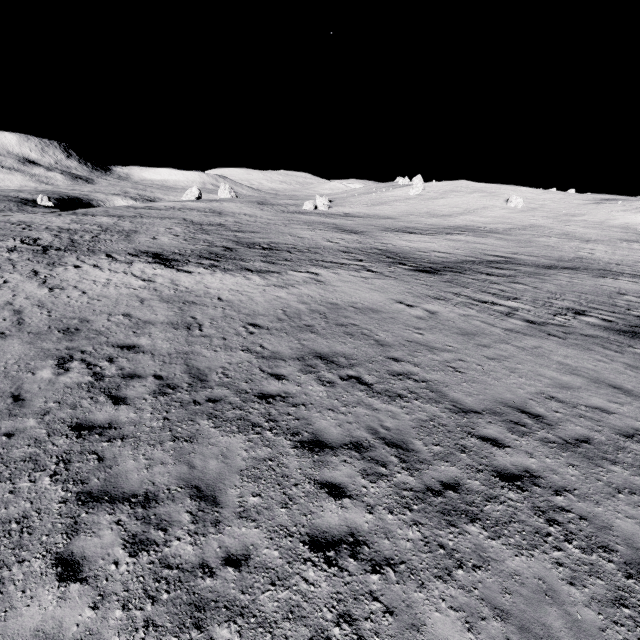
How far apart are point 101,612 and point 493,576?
5.47m
